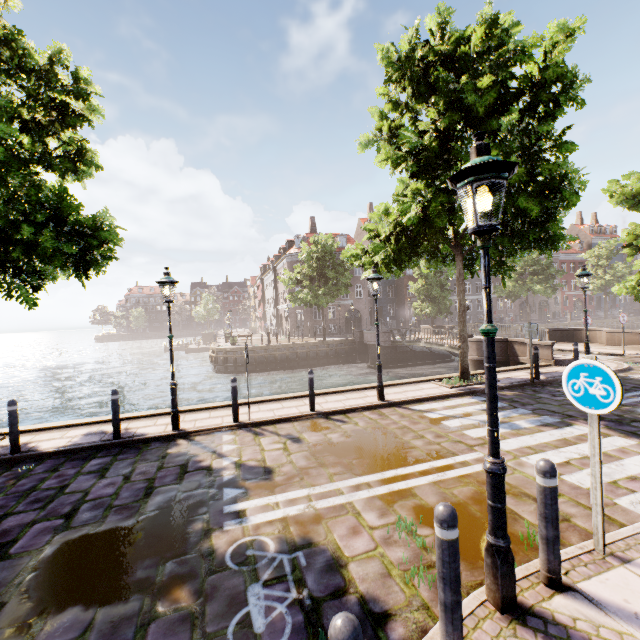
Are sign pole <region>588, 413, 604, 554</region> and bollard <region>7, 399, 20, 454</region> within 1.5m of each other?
no

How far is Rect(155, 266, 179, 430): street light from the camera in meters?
7.5 m

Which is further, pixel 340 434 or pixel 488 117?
pixel 488 117

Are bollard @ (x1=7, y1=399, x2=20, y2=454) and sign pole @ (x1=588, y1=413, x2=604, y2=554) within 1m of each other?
no

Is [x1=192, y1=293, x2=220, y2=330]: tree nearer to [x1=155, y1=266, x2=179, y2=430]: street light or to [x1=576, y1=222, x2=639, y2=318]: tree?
[x1=576, y1=222, x2=639, y2=318]: tree

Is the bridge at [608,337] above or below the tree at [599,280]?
below

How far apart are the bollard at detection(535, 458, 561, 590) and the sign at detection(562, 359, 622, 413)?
0.8 meters

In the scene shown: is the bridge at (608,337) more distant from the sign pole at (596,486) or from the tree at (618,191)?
the sign pole at (596,486)
